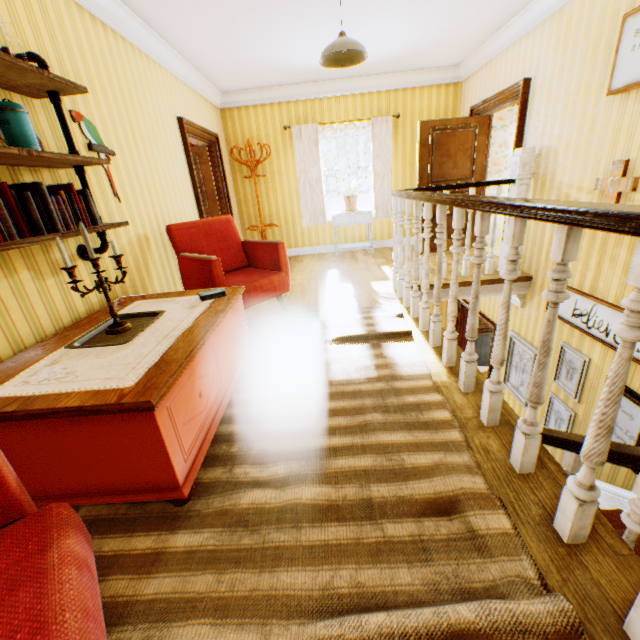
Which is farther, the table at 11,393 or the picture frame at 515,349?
the picture frame at 515,349

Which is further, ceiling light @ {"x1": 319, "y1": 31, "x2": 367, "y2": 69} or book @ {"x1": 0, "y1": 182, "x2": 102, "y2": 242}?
ceiling light @ {"x1": 319, "y1": 31, "x2": 367, "y2": 69}

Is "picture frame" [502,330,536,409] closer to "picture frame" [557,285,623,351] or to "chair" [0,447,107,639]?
"picture frame" [557,285,623,351]

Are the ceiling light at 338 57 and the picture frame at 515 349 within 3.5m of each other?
no

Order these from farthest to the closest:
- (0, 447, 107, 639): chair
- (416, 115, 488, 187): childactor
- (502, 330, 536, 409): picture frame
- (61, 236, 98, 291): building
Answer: (416, 115, 488, 187): childactor < (502, 330, 536, 409): picture frame < (61, 236, 98, 291): building < (0, 447, 107, 639): chair

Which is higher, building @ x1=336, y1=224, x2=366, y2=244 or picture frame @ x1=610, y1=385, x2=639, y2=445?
building @ x1=336, y1=224, x2=366, y2=244

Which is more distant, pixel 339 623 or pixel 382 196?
pixel 382 196

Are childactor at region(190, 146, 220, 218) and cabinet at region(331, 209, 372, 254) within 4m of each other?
yes
